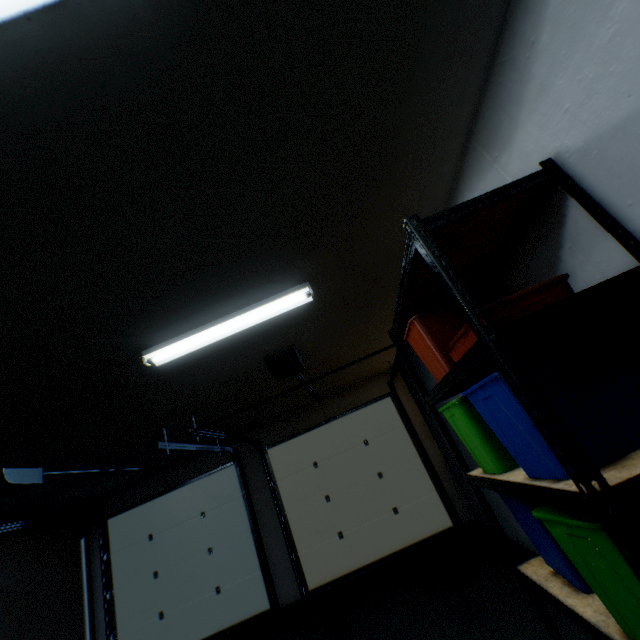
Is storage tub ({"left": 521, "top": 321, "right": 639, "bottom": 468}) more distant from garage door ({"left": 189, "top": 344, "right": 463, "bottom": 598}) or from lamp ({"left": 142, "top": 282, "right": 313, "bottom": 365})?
garage door ({"left": 189, "top": 344, "right": 463, "bottom": 598})

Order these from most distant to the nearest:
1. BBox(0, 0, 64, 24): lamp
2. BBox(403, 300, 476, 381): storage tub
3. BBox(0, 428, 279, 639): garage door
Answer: BBox(0, 428, 279, 639): garage door → BBox(403, 300, 476, 381): storage tub → BBox(0, 0, 64, 24): lamp

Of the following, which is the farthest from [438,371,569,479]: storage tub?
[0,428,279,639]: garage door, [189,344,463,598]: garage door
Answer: [0,428,279,639]: garage door

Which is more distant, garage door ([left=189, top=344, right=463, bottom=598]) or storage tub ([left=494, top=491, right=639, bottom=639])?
garage door ([left=189, top=344, right=463, bottom=598])

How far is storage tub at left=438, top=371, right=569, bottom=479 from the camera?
1.0m

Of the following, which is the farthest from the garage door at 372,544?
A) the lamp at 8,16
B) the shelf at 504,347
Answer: the lamp at 8,16

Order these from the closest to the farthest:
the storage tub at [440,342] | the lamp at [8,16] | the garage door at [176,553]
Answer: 1. the lamp at [8,16]
2. the storage tub at [440,342]
3. the garage door at [176,553]

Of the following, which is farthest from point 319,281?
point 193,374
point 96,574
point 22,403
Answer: point 96,574
